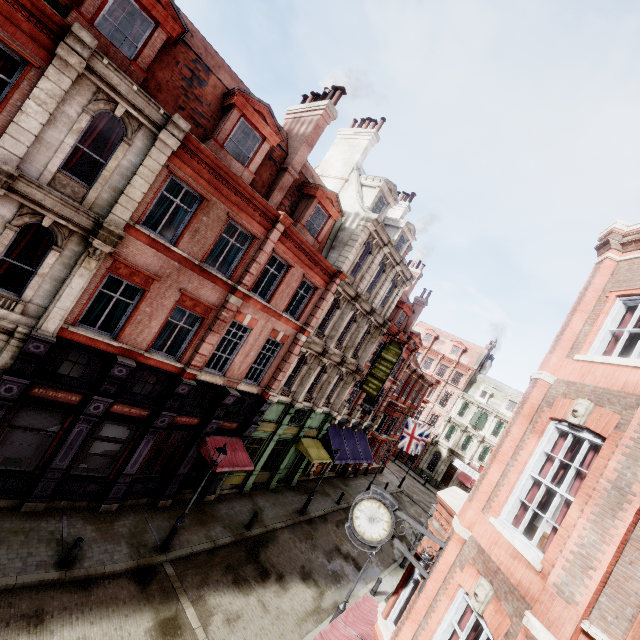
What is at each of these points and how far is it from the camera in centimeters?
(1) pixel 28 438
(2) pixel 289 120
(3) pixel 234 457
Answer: (1) sign, 1101cm
(2) chimney, 1659cm
(3) awning, 1577cm

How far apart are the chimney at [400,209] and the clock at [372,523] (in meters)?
22.62

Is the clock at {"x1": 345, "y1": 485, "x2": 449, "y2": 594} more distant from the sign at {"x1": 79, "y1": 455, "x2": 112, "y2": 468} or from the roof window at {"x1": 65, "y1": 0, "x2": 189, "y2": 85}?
the roof window at {"x1": 65, "y1": 0, "x2": 189, "y2": 85}

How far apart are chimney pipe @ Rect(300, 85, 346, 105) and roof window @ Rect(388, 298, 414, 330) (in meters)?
16.04

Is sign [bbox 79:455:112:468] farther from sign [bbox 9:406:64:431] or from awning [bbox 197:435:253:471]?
awning [bbox 197:435:253:471]

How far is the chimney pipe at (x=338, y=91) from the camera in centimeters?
1528cm

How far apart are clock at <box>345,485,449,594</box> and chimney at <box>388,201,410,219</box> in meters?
22.6

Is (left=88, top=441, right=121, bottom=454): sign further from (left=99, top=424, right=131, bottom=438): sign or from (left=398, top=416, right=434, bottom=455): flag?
(left=398, top=416, right=434, bottom=455): flag
